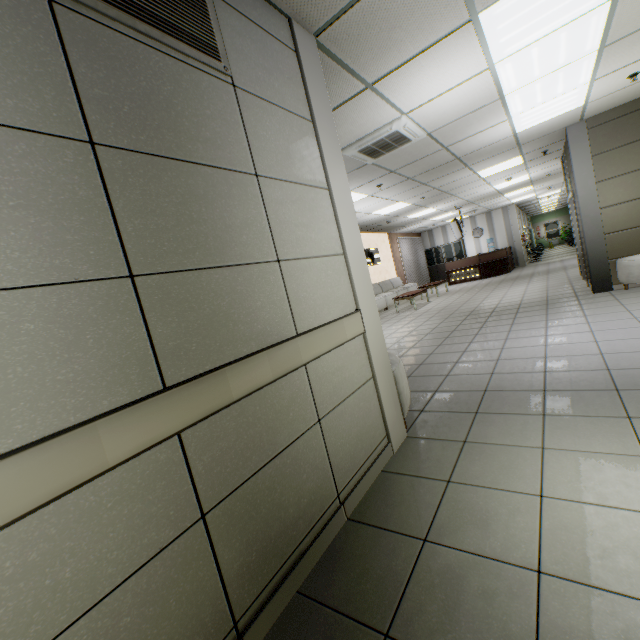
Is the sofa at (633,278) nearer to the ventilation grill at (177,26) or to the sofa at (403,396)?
the sofa at (403,396)

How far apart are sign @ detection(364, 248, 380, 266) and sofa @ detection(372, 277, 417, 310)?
0.8 meters

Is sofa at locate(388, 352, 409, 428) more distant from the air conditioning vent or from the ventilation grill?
the air conditioning vent

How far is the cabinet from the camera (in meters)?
18.23

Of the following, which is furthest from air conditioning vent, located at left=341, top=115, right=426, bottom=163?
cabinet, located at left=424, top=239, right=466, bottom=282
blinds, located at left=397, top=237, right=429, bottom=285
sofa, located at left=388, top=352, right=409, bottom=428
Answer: cabinet, located at left=424, top=239, right=466, bottom=282

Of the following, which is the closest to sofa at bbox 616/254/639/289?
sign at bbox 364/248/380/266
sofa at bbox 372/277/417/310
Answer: sofa at bbox 372/277/417/310

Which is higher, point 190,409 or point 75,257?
point 75,257

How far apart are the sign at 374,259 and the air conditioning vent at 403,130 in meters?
7.1
